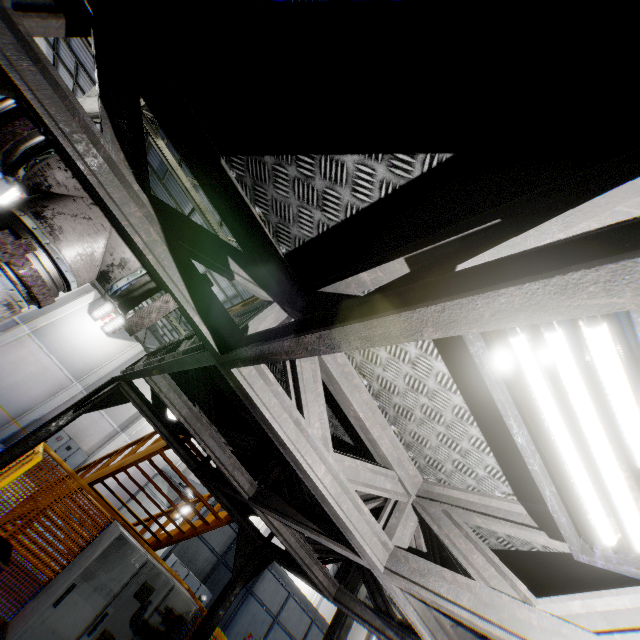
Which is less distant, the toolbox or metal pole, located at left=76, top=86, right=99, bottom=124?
the toolbox

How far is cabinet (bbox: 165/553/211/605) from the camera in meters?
11.3 m

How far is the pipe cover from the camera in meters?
1.8 m

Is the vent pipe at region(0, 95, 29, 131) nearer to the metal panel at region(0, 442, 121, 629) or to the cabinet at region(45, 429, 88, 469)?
the metal panel at region(0, 442, 121, 629)

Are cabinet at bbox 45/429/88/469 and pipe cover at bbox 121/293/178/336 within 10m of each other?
no

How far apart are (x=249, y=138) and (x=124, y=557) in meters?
6.5

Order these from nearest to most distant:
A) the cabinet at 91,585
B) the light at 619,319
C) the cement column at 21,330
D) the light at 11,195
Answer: the light at 619,319
the cabinet at 91,585
the cement column at 21,330
the light at 11,195

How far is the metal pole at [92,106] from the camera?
7.45m
